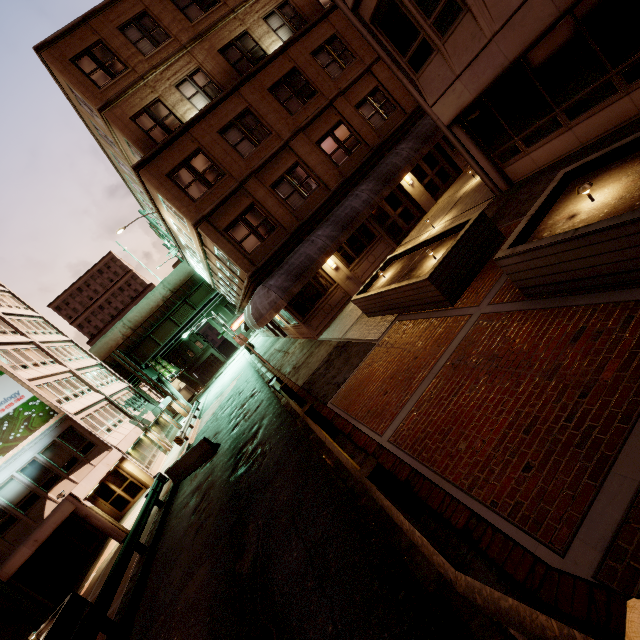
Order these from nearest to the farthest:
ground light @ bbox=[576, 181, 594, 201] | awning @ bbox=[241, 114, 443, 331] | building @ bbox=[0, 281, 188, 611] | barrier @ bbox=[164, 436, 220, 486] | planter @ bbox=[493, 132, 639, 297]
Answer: planter @ bbox=[493, 132, 639, 297], ground light @ bbox=[576, 181, 594, 201], awning @ bbox=[241, 114, 443, 331], barrier @ bbox=[164, 436, 220, 486], building @ bbox=[0, 281, 188, 611]

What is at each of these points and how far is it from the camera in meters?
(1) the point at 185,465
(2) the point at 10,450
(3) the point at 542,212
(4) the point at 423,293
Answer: (1) barrier, 17.1 m
(2) sign, 19.1 m
(3) planter, 5.9 m
(4) planter, 8.3 m

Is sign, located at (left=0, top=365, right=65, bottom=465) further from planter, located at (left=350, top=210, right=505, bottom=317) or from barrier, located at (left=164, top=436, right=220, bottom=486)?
planter, located at (left=350, top=210, right=505, bottom=317)

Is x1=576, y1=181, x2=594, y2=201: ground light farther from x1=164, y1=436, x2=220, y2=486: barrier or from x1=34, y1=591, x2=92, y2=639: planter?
x1=34, y1=591, x2=92, y2=639: planter

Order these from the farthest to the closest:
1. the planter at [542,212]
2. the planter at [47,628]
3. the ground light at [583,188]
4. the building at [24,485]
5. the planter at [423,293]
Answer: the building at [24,485] < the planter at [47,628] < the planter at [423,293] < the ground light at [583,188] < the planter at [542,212]

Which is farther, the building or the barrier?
the building

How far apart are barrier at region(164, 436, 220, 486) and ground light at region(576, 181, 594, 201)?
16.8 meters

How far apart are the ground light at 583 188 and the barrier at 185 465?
16.8m
